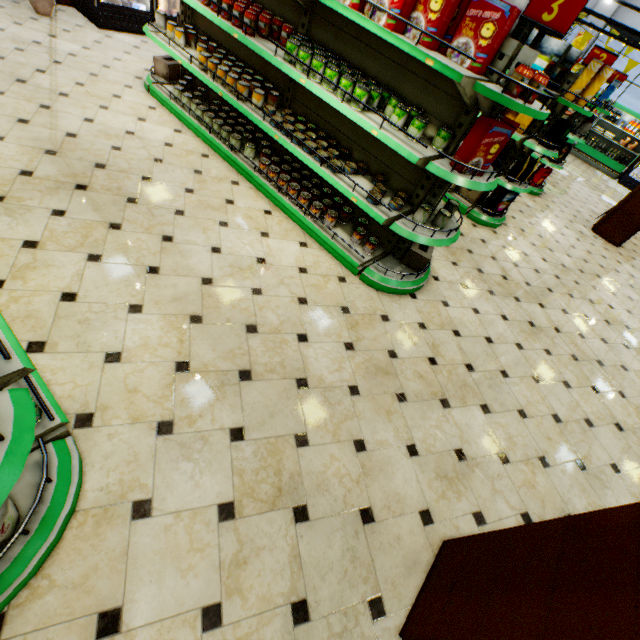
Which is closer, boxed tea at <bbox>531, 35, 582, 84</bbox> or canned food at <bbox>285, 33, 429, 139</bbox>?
canned food at <bbox>285, 33, 429, 139</bbox>

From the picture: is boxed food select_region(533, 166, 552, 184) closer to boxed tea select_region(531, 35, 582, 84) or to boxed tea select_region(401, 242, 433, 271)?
boxed tea select_region(531, 35, 582, 84)

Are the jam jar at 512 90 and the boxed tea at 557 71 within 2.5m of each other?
no

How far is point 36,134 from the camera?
3.34m

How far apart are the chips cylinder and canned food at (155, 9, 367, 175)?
4.07m

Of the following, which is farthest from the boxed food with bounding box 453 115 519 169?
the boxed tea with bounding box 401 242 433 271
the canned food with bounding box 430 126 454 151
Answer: the boxed tea with bounding box 401 242 433 271

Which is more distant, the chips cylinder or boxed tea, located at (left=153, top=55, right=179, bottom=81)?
boxed tea, located at (left=153, top=55, right=179, bottom=81)

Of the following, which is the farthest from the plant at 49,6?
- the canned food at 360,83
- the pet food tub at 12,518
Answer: the pet food tub at 12,518
